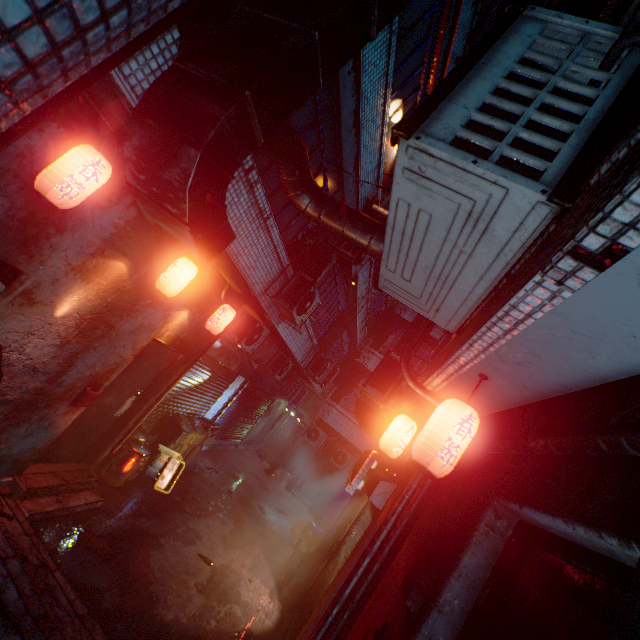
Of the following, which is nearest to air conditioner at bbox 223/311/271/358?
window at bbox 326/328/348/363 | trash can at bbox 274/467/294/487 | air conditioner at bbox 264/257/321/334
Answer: air conditioner at bbox 264/257/321/334

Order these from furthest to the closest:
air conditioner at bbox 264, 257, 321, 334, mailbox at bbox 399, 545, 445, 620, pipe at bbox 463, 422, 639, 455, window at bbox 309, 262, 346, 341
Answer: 1. window at bbox 309, 262, 346, 341
2. air conditioner at bbox 264, 257, 321, 334
3. mailbox at bbox 399, 545, 445, 620
4. pipe at bbox 463, 422, 639, 455

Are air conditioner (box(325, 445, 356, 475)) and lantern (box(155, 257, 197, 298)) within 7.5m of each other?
no

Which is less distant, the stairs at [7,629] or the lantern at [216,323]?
the stairs at [7,629]

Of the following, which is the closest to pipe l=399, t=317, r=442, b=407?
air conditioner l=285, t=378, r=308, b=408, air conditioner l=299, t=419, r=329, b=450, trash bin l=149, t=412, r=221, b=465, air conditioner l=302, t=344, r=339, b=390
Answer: air conditioner l=299, t=419, r=329, b=450

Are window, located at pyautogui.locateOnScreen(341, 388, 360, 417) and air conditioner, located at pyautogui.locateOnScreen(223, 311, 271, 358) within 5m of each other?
no

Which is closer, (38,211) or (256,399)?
(38,211)

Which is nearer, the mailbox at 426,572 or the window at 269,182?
the mailbox at 426,572
